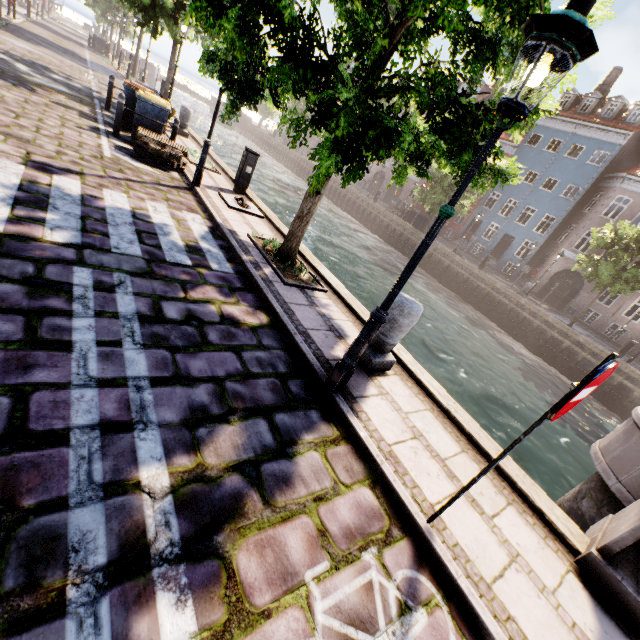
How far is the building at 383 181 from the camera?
41.1 meters

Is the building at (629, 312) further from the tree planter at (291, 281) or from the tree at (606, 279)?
the tree planter at (291, 281)

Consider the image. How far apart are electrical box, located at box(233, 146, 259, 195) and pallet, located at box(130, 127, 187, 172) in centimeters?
133cm

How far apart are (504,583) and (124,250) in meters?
5.6

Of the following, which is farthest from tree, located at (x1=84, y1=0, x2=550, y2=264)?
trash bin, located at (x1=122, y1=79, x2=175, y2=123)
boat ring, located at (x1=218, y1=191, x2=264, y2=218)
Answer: trash bin, located at (x1=122, y1=79, x2=175, y2=123)

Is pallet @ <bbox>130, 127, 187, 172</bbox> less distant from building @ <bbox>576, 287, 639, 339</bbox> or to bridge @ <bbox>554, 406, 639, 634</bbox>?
bridge @ <bbox>554, 406, 639, 634</bbox>

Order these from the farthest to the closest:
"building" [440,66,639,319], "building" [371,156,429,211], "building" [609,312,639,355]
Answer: "building" [371,156,429,211]
"building" [440,66,639,319]
"building" [609,312,639,355]

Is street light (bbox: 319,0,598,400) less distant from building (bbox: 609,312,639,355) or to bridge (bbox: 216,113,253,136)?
building (bbox: 609,312,639,355)
